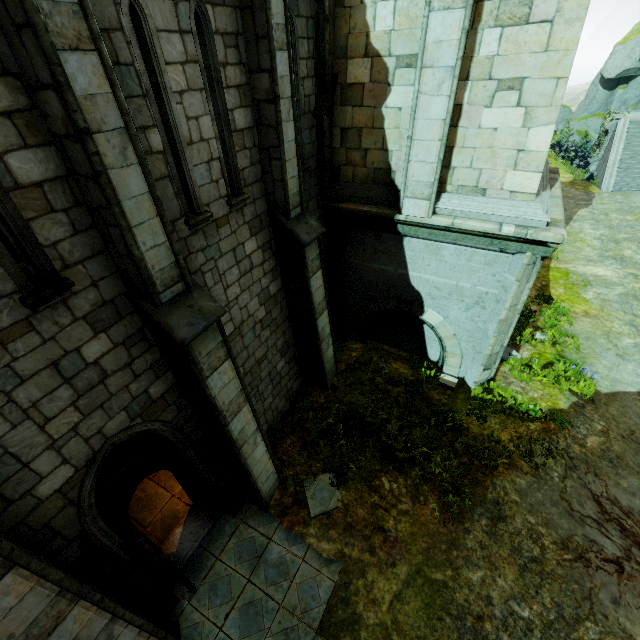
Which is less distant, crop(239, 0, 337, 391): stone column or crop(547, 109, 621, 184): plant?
crop(239, 0, 337, 391): stone column

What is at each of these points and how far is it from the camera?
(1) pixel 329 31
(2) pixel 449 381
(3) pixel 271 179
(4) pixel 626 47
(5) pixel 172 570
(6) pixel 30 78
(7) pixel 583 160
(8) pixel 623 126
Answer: (1) stone column, 6.47m
(2) brick, 9.41m
(3) stone column, 6.05m
(4) rock, 26.73m
(5) door, 5.25m
(6) stone column, 2.88m
(7) plant, 28.39m
(8) stair, 23.34m

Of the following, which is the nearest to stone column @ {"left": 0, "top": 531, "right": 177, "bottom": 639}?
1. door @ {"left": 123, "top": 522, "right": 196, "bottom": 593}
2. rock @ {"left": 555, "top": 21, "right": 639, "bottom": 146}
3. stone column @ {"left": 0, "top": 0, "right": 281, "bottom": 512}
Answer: door @ {"left": 123, "top": 522, "right": 196, "bottom": 593}

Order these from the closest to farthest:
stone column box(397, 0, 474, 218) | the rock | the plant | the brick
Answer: stone column box(397, 0, 474, 218) < the brick < the plant < the rock

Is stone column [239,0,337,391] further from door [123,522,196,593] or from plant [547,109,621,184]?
plant [547,109,621,184]

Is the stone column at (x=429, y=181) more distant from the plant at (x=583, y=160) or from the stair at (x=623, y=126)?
the plant at (x=583, y=160)

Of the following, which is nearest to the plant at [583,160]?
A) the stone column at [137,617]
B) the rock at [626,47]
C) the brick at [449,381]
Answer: the rock at [626,47]

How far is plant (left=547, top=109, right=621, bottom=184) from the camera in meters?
25.1
